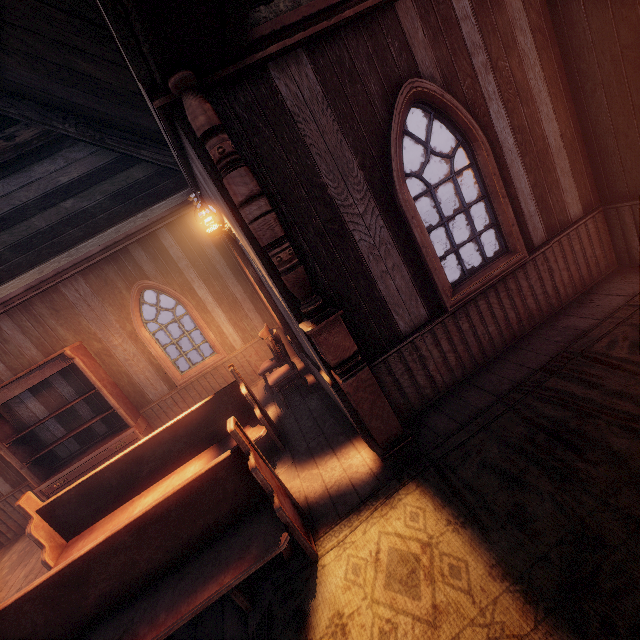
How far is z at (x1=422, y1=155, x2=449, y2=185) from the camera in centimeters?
2523cm

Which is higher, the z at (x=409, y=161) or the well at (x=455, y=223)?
the z at (x=409, y=161)

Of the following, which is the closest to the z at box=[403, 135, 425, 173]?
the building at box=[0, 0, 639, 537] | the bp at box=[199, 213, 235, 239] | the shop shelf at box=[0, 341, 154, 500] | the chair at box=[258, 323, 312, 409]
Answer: the building at box=[0, 0, 639, 537]

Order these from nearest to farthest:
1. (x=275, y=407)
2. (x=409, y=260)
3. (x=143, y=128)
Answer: (x=409, y=260)
(x=143, y=128)
(x=275, y=407)

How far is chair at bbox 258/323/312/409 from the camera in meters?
5.2 m

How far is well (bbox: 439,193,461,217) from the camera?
7.1m

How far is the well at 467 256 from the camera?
7.3m

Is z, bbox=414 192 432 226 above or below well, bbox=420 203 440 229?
below
